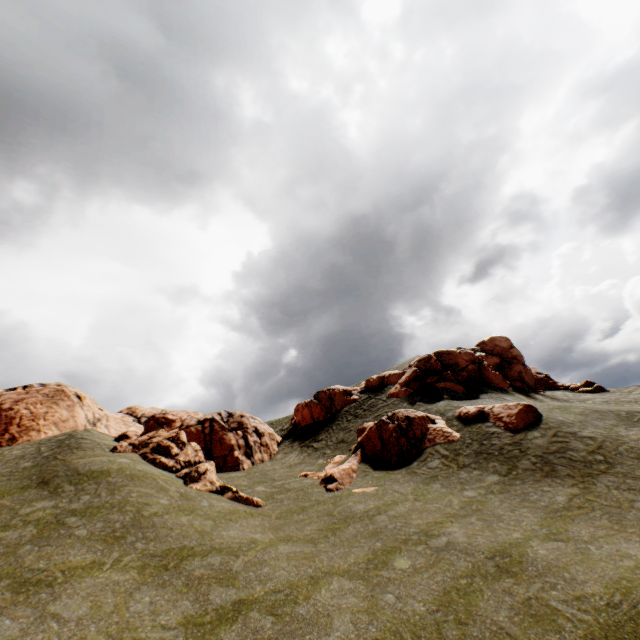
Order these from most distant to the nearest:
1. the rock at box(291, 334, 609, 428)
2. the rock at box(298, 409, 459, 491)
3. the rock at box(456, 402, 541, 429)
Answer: the rock at box(291, 334, 609, 428)
the rock at box(298, 409, 459, 491)
the rock at box(456, 402, 541, 429)

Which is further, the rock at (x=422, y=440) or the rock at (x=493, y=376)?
the rock at (x=493, y=376)

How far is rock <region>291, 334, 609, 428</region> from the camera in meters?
31.2 m

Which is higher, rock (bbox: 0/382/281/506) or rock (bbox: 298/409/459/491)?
rock (bbox: 0/382/281/506)

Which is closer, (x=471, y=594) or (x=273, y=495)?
(x=471, y=594)

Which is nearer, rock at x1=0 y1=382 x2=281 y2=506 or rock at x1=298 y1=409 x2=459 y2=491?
rock at x1=0 y1=382 x2=281 y2=506
